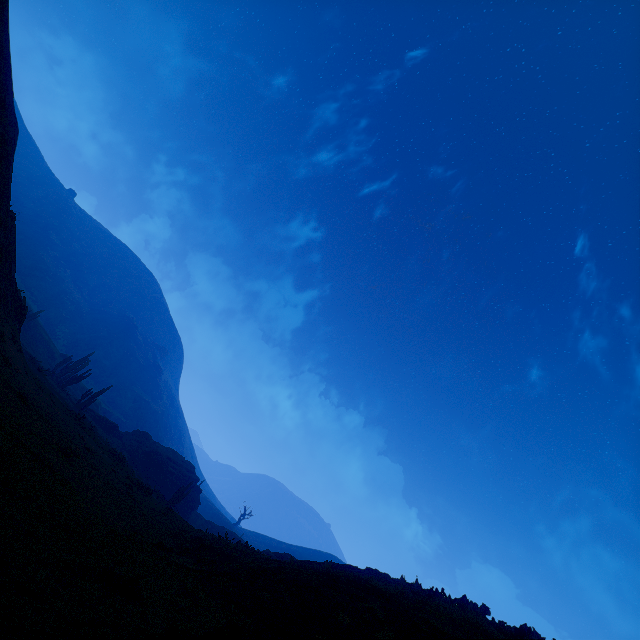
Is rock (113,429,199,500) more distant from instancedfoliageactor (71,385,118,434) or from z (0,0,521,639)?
z (0,0,521,639)

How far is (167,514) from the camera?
16.5m

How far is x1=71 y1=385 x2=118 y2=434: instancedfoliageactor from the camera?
35.3 meters

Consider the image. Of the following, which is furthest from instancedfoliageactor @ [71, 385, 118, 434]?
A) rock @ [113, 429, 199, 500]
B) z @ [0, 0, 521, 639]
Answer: rock @ [113, 429, 199, 500]

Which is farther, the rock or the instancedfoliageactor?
the rock

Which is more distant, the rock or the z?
the rock

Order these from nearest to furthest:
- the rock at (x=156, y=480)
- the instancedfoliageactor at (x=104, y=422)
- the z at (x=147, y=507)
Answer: the z at (x=147, y=507)
the instancedfoliageactor at (x=104, y=422)
the rock at (x=156, y=480)

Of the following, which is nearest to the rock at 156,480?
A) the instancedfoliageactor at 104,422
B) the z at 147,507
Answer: the instancedfoliageactor at 104,422
